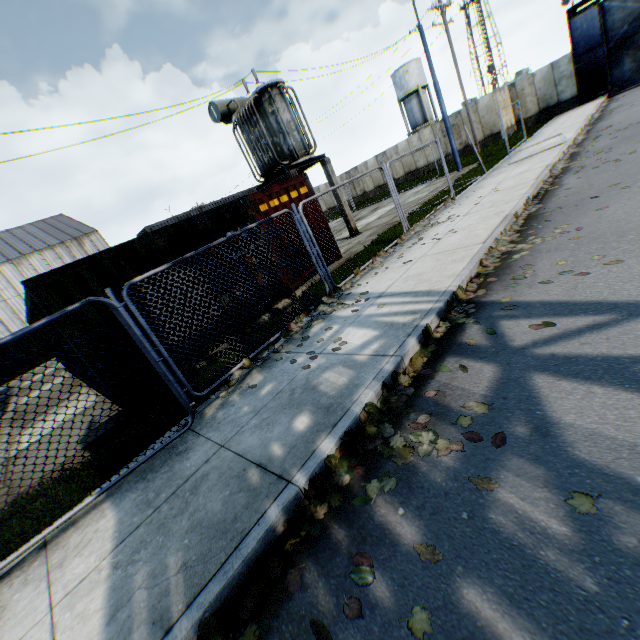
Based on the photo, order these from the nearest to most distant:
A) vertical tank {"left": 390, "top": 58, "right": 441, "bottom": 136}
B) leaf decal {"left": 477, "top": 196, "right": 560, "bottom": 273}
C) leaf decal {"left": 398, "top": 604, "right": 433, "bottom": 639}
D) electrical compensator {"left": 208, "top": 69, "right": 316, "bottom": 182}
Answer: leaf decal {"left": 398, "top": 604, "right": 433, "bottom": 639} < leaf decal {"left": 477, "top": 196, "right": 560, "bottom": 273} < electrical compensator {"left": 208, "top": 69, "right": 316, "bottom": 182} < vertical tank {"left": 390, "top": 58, "right": 441, "bottom": 136}

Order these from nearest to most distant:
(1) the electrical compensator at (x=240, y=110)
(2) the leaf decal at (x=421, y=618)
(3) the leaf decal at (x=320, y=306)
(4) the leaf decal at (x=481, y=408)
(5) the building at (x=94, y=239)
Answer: (2) the leaf decal at (x=421, y=618) → (4) the leaf decal at (x=481, y=408) → (3) the leaf decal at (x=320, y=306) → (1) the electrical compensator at (x=240, y=110) → (5) the building at (x=94, y=239)

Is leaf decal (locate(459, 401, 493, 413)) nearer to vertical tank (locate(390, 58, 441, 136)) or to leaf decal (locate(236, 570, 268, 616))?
leaf decal (locate(236, 570, 268, 616))

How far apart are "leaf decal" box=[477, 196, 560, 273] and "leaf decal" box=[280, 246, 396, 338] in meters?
1.7 m

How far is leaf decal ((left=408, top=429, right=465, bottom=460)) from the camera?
2.66m

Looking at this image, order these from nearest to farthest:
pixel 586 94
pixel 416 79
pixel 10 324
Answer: pixel 586 94 → pixel 10 324 → pixel 416 79

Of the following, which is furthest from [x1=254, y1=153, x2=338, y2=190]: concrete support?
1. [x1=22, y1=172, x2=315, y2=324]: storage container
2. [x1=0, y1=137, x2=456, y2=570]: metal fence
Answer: [x1=0, y1=137, x2=456, y2=570]: metal fence

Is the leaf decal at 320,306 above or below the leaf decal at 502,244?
above
